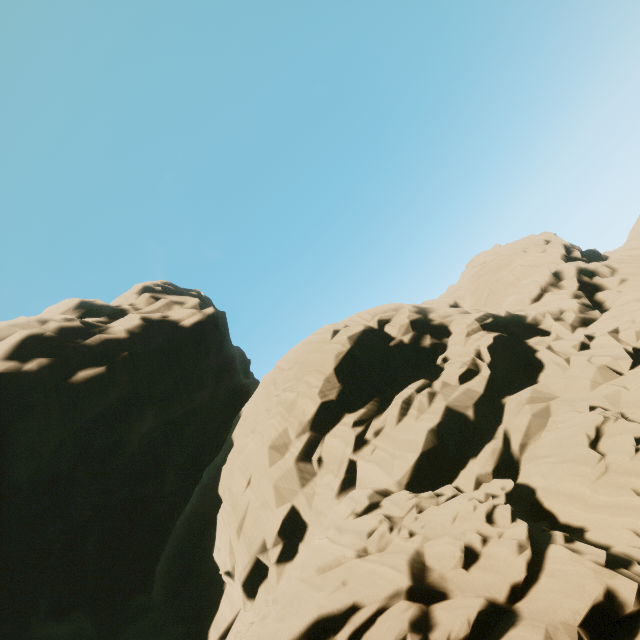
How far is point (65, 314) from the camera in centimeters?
3044cm
